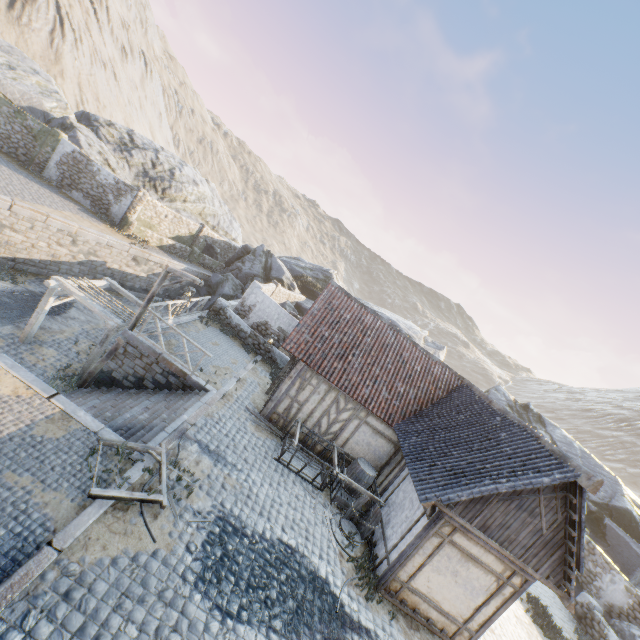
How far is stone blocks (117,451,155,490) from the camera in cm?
688

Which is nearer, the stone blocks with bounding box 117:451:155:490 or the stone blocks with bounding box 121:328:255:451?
the stone blocks with bounding box 117:451:155:490

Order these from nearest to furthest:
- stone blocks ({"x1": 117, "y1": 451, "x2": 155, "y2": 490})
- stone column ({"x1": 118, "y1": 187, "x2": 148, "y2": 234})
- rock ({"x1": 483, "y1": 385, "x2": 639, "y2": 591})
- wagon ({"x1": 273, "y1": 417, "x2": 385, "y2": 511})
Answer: stone blocks ({"x1": 117, "y1": 451, "x2": 155, "y2": 490}) → wagon ({"x1": 273, "y1": 417, "x2": 385, "y2": 511}) → rock ({"x1": 483, "y1": 385, "x2": 639, "y2": 591}) → stone column ({"x1": 118, "y1": 187, "x2": 148, "y2": 234})

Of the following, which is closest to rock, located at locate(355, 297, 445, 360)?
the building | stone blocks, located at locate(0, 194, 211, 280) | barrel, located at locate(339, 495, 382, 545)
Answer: stone blocks, located at locate(0, 194, 211, 280)

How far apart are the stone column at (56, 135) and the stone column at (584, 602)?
39.38m

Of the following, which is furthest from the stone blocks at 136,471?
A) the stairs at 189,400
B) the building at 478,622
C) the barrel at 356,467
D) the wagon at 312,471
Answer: the barrel at 356,467

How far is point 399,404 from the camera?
13.0m

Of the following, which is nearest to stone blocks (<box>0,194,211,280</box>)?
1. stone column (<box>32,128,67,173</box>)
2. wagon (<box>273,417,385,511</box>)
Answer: wagon (<box>273,417,385,511</box>)
